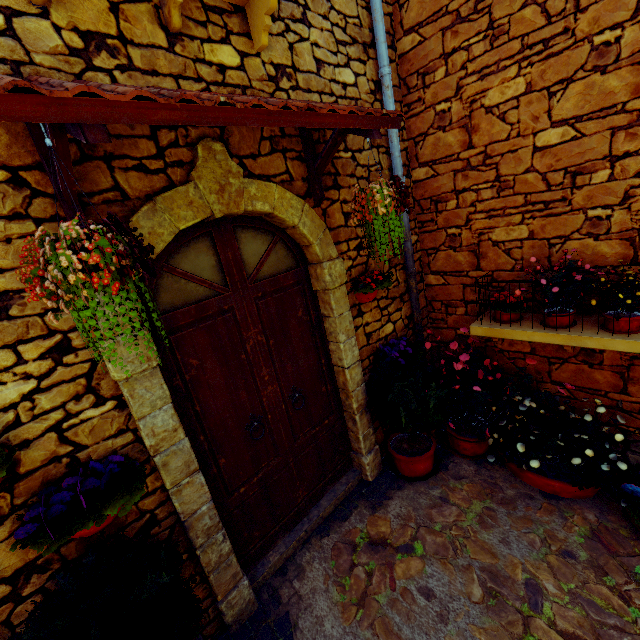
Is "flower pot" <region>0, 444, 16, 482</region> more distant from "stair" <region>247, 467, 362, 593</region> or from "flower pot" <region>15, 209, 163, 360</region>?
"stair" <region>247, 467, 362, 593</region>

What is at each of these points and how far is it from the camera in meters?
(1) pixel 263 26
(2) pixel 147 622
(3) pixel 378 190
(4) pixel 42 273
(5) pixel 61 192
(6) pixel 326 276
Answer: (1) window sill, 2.2
(2) flower pot, 1.5
(3) flower pot, 2.3
(4) flower pot, 1.1
(5) door eaves, 1.6
(6) stone doorway, 2.8

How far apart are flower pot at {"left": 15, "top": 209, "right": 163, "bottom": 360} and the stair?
2.5m

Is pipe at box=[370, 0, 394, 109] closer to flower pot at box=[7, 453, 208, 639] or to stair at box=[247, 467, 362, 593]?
flower pot at box=[7, 453, 208, 639]

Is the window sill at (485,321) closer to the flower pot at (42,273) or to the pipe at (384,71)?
the pipe at (384,71)

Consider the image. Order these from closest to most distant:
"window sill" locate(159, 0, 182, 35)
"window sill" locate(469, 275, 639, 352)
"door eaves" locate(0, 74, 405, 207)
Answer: "door eaves" locate(0, 74, 405, 207)
"window sill" locate(159, 0, 182, 35)
"window sill" locate(469, 275, 639, 352)

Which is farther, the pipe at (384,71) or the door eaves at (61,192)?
the pipe at (384,71)

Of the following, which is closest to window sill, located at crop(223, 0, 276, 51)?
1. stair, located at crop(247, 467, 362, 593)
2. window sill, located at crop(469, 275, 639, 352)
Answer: window sill, located at crop(469, 275, 639, 352)
